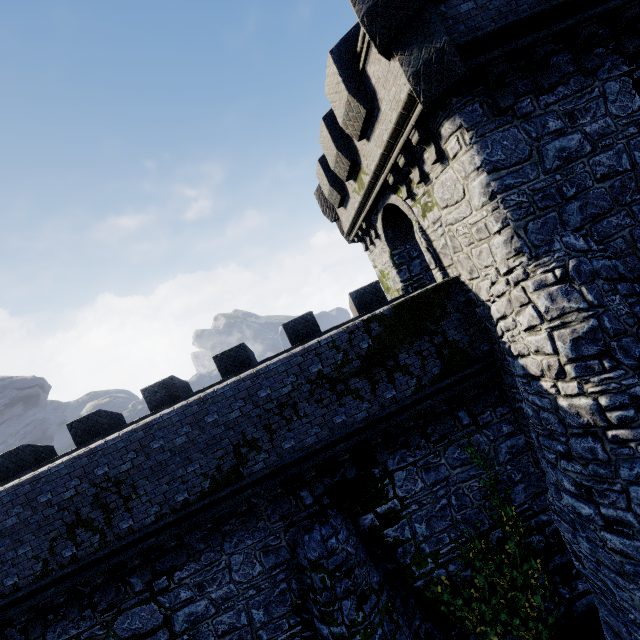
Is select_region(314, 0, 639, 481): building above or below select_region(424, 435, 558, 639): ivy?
above

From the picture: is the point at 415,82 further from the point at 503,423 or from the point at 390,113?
the point at 503,423

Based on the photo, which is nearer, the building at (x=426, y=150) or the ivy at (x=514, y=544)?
the building at (x=426, y=150)

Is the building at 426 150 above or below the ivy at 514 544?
above

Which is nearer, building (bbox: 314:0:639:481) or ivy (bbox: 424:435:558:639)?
building (bbox: 314:0:639:481)
